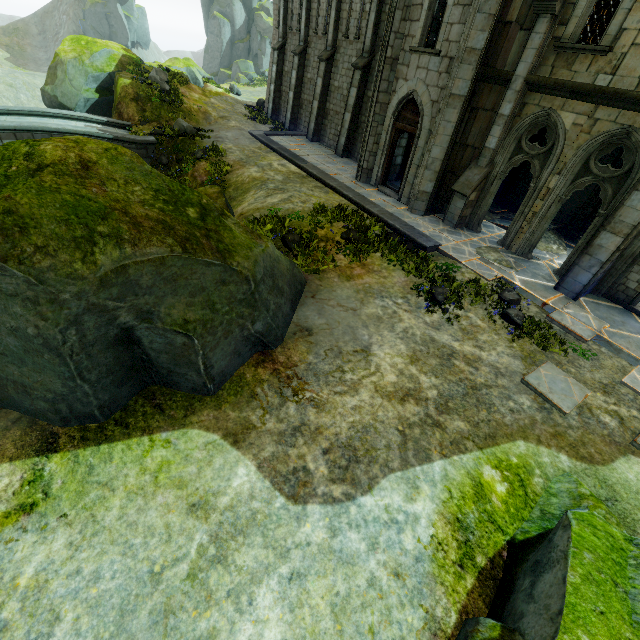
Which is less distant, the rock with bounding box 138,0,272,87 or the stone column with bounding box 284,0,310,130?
the stone column with bounding box 284,0,310,130

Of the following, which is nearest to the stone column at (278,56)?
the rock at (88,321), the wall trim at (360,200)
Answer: the wall trim at (360,200)

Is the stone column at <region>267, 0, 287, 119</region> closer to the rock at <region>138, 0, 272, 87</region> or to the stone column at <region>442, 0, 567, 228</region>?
the rock at <region>138, 0, 272, 87</region>

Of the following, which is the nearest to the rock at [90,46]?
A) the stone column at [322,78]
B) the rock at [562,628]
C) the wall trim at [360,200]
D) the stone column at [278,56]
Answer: the stone column at [278,56]

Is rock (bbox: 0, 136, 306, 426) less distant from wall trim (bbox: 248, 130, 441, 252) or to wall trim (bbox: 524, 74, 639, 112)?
wall trim (bbox: 248, 130, 441, 252)

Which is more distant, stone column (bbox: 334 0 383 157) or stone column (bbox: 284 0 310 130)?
stone column (bbox: 284 0 310 130)

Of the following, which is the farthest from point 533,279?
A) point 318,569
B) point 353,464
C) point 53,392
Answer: point 53,392

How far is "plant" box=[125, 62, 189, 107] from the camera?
19.05m
